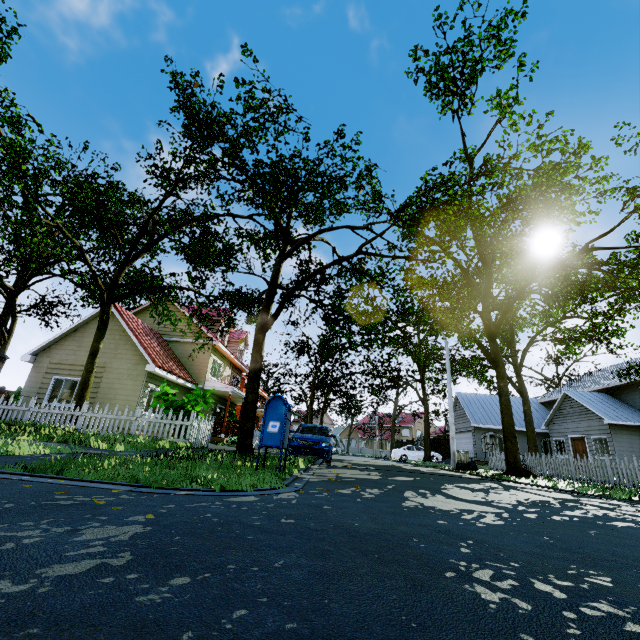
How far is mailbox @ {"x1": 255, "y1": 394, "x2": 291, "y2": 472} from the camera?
5.5 meters

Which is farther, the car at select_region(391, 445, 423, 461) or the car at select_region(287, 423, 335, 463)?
the car at select_region(391, 445, 423, 461)

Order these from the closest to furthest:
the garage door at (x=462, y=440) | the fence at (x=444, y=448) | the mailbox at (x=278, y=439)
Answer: the mailbox at (x=278, y=439) < the garage door at (x=462, y=440) < the fence at (x=444, y=448)

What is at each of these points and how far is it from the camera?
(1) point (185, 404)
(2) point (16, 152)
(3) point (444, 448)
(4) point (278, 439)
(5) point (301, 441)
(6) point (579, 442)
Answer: (1) plant, 11.8m
(2) tree, 8.9m
(3) fence, 34.8m
(4) mailbox, 5.5m
(5) car, 11.8m
(6) door, 22.7m

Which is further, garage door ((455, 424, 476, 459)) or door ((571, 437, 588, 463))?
garage door ((455, 424, 476, 459))

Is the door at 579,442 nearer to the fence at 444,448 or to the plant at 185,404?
the fence at 444,448

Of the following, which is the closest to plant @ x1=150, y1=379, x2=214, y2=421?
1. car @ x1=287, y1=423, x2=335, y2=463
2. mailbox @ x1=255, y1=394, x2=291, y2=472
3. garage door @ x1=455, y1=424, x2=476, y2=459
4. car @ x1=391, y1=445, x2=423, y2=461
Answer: car @ x1=287, y1=423, x2=335, y2=463

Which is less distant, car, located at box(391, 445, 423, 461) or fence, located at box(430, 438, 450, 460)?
car, located at box(391, 445, 423, 461)
